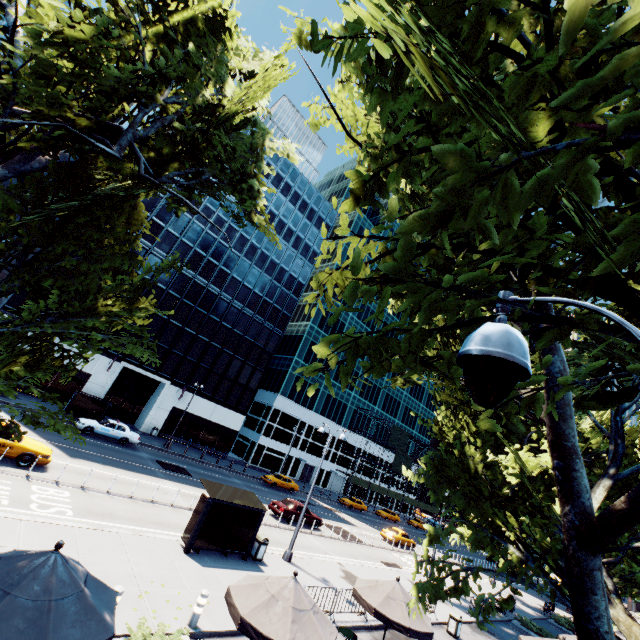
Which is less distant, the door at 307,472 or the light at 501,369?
the light at 501,369

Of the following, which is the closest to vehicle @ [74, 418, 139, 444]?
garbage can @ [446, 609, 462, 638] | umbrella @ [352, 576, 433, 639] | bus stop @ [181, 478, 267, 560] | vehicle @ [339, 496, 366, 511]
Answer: bus stop @ [181, 478, 267, 560]

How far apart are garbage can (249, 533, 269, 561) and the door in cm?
4003

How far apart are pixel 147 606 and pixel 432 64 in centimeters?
1370cm

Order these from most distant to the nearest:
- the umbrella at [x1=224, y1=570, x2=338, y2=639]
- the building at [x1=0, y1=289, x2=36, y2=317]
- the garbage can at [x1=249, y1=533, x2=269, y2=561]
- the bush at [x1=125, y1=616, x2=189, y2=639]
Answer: the building at [x1=0, y1=289, x2=36, y2=317] < the garbage can at [x1=249, y1=533, x2=269, y2=561] < the bush at [x1=125, y1=616, x2=189, y2=639] < the umbrella at [x1=224, y1=570, x2=338, y2=639]

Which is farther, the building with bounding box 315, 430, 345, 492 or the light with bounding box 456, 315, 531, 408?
the building with bounding box 315, 430, 345, 492

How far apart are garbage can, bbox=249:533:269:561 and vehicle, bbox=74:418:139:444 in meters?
18.3

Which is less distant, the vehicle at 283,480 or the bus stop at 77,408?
the bus stop at 77,408
